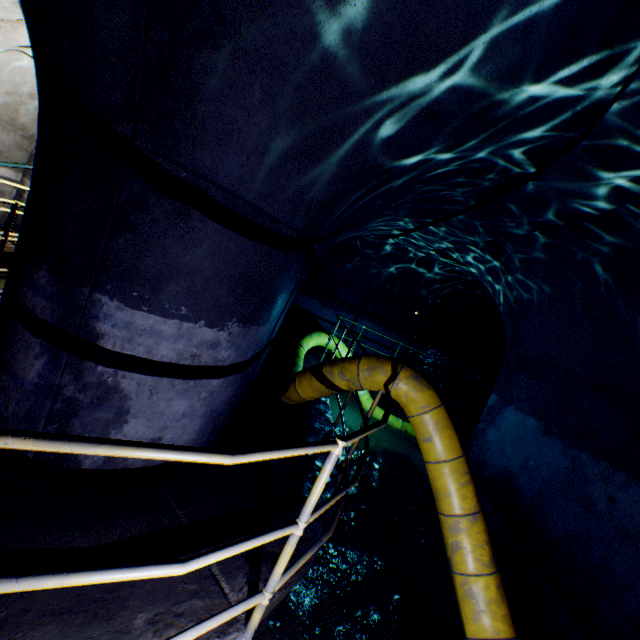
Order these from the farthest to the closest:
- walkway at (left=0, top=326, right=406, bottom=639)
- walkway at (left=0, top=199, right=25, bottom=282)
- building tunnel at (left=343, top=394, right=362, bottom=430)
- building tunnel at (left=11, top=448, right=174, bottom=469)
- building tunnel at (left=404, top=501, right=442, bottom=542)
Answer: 1. building tunnel at (left=343, top=394, right=362, bottom=430)
2. building tunnel at (left=404, top=501, right=442, bottom=542)
3. walkway at (left=0, top=199, right=25, bottom=282)
4. building tunnel at (left=11, top=448, right=174, bottom=469)
5. walkway at (left=0, top=326, right=406, bottom=639)

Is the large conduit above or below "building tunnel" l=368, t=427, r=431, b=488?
above

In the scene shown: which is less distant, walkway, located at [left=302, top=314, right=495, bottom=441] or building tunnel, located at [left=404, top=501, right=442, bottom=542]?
building tunnel, located at [left=404, top=501, right=442, bottom=542]

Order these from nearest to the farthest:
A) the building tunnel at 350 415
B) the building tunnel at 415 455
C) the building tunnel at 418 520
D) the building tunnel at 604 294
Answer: the building tunnel at 604 294 → the building tunnel at 418 520 → the building tunnel at 415 455 → the building tunnel at 350 415

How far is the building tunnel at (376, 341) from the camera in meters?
11.0 m

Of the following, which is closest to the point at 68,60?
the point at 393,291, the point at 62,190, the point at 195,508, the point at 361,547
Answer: the point at 62,190

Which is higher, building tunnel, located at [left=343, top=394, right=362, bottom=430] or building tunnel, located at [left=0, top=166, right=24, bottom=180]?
building tunnel, located at [left=0, top=166, right=24, bottom=180]

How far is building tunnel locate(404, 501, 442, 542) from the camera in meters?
4.8 m
